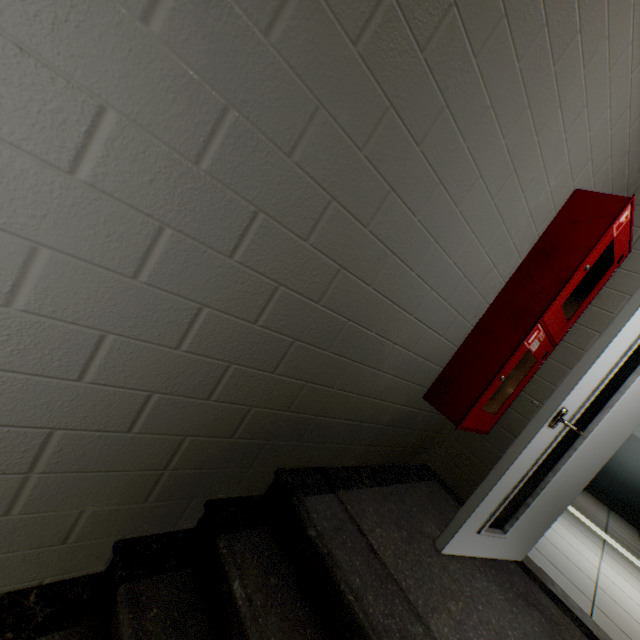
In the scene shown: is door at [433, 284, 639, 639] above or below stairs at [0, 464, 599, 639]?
above

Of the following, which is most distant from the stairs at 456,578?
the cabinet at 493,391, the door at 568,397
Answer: the cabinet at 493,391

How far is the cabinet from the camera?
1.8m

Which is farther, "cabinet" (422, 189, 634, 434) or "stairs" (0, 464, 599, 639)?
"cabinet" (422, 189, 634, 434)

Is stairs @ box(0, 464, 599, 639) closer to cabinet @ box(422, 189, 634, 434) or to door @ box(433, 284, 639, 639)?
door @ box(433, 284, 639, 639)

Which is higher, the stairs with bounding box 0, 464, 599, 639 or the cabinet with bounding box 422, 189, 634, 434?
the cabinet with bounding box 422, 189, 634, 434

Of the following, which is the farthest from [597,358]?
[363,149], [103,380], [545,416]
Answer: [103,380]

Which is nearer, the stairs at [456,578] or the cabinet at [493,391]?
the stairs at [456,578]
